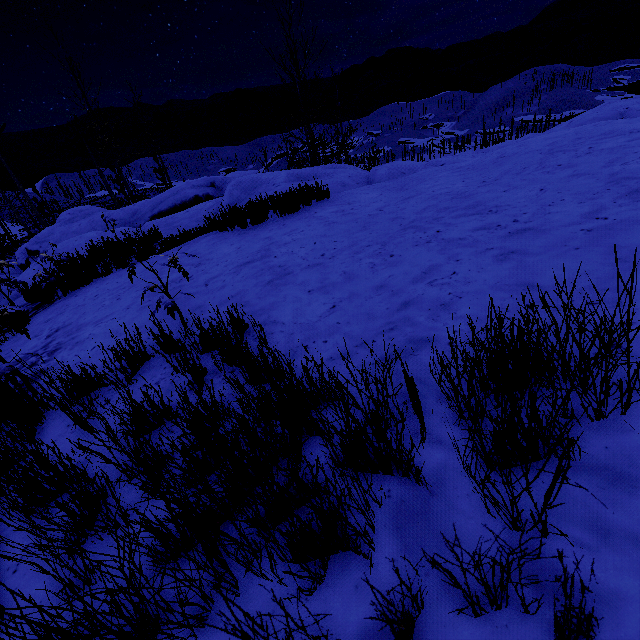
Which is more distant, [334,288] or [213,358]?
[334,288]
